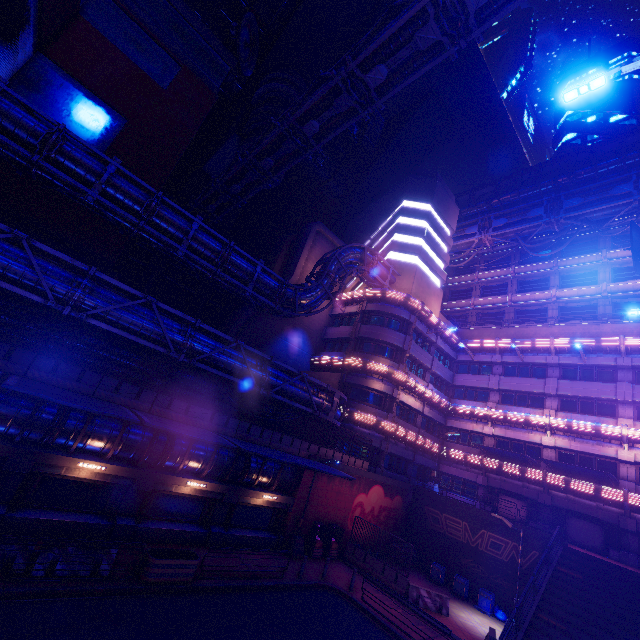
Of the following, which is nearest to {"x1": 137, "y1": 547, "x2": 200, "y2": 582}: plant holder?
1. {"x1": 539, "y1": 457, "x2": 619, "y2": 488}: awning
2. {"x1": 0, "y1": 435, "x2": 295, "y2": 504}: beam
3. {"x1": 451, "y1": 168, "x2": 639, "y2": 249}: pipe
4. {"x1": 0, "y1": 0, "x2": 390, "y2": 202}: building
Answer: {"x1": 0, "y1": 435, "x2": 295, "y2": 504}: beam

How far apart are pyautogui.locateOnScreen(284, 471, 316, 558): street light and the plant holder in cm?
773

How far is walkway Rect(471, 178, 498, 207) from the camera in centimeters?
4525cm

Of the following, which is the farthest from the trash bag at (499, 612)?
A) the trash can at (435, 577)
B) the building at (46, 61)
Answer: the building at (46, 61)

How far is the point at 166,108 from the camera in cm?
2917

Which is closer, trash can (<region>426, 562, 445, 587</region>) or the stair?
the stair

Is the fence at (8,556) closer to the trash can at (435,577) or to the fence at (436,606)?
the fence at (436,606)
